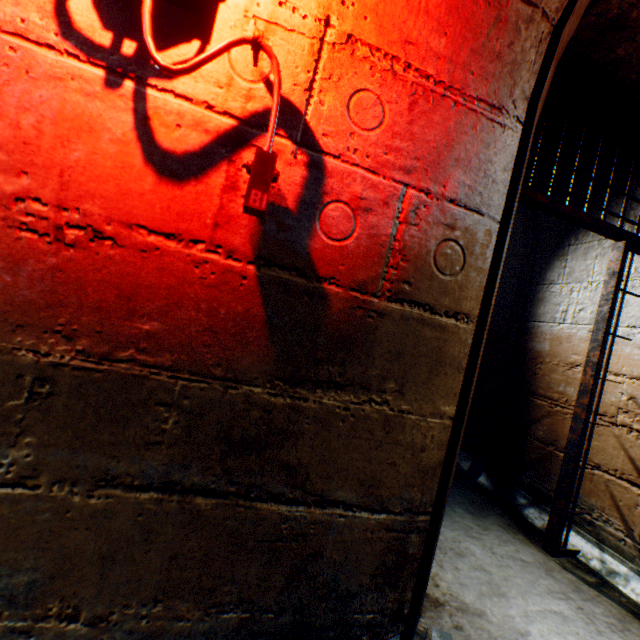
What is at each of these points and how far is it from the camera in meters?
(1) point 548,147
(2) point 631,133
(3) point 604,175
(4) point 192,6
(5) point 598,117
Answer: (1) building tunnel, 2.6
(2) building tunnel, 2.2
(3) building tunnel, 2.4
(4) tunnel lamp, 0.8
(5) building tunnel, 2.2

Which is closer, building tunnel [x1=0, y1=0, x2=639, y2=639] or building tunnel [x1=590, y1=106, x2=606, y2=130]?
building tunnel [x1=0, y1=0, x2=639, y2=639]

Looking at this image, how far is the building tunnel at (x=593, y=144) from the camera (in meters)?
2.33

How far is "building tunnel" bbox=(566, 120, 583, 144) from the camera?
2.37m

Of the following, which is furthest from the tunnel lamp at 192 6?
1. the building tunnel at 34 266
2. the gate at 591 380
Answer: the gate at 591 380

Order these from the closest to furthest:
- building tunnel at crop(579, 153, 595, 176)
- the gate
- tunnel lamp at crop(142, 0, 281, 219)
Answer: tunnel lamp at crop(142, 0, 281, 219) → the gate → building tunnel at crop(579, 153, 595, 176)

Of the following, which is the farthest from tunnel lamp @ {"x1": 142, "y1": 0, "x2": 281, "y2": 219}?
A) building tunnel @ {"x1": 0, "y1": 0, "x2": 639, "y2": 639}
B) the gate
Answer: the gate
